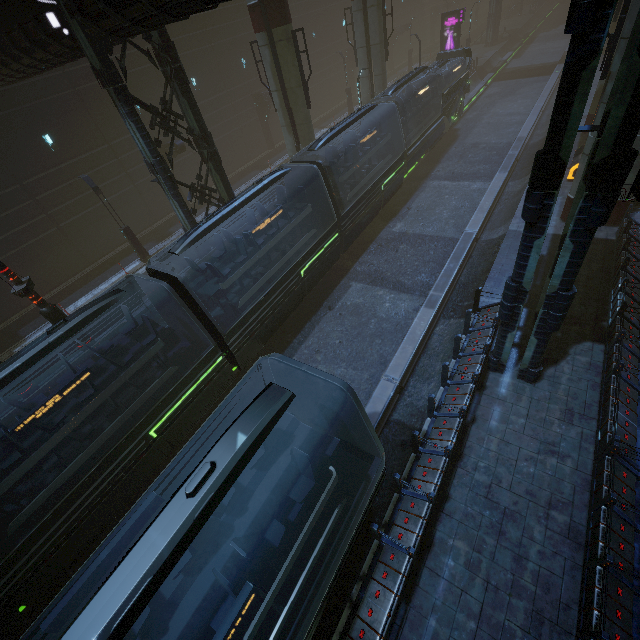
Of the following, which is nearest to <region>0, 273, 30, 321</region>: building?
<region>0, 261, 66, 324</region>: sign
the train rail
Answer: the train rail

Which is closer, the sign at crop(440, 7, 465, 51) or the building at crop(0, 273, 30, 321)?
the building at crop(0, 273, 30, 321)

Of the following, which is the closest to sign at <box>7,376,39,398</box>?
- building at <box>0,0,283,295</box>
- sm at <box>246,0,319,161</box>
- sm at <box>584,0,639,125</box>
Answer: building at <box>0,0,283,295</box>

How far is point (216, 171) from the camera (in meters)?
14.88

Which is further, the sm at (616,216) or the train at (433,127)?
the sm at (616,216)

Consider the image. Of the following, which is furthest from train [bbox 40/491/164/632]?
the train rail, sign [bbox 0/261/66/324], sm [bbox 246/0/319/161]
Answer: sign [bbox 0/261/66/324]

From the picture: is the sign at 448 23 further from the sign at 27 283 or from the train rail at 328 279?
the sign at 27 283

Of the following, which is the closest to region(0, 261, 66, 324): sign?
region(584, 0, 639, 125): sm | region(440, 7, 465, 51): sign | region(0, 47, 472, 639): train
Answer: region(0, 47, 472, 639): train
